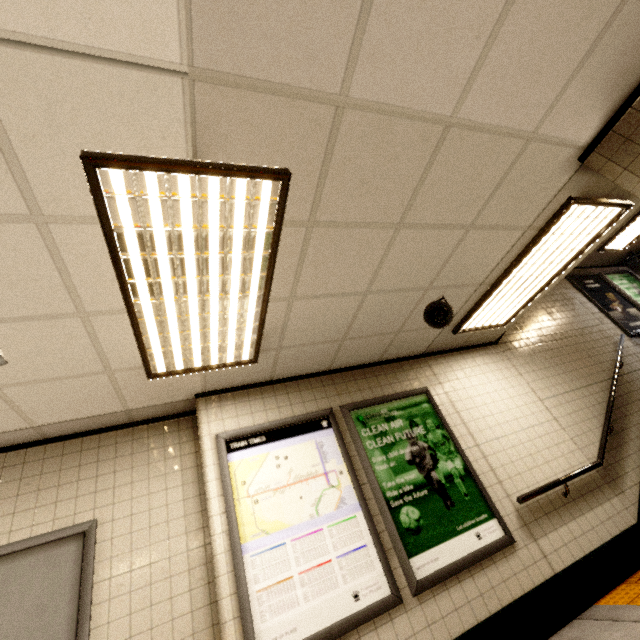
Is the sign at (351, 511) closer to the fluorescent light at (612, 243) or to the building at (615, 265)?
the building at (615, 265)

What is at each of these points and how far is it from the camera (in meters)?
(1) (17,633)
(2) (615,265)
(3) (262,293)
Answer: (1) door, 2.37
(2) building, 8.41
(3) fluorescent light, 2.54

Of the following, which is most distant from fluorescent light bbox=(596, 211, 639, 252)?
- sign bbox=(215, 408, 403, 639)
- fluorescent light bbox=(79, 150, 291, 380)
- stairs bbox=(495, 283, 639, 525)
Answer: fluorescent light bbox=(79, 150, 291, 380)

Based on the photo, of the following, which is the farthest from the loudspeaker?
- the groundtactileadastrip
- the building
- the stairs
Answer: the building

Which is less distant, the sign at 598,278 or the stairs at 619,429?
the stairs at 619,429

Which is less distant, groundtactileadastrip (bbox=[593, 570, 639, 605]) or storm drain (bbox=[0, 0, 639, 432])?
storm drain (bbox=[0, 0, 639, 432])

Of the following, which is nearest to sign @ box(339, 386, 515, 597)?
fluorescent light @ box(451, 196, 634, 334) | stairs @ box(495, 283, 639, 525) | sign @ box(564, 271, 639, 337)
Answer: fluorescent light @ box(451, 196, 634, 334)

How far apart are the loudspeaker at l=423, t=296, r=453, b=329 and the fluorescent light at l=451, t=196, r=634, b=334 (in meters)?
0.60
